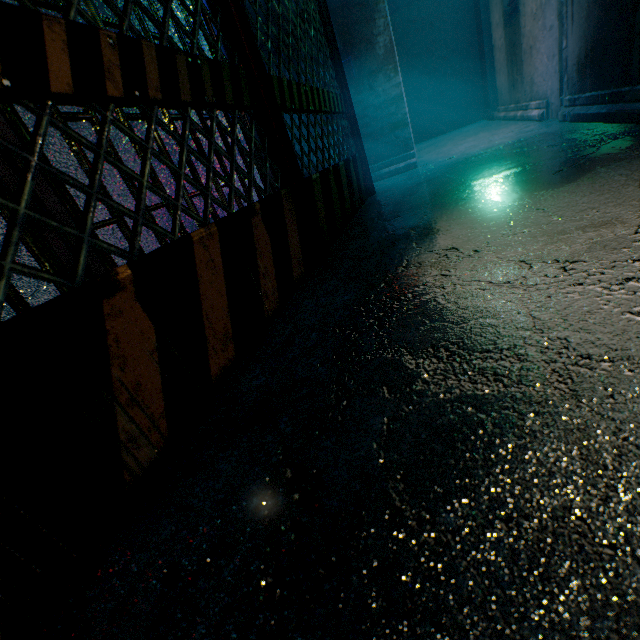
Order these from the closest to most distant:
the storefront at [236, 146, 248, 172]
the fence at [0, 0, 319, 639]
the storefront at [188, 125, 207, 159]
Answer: the fence at [0, 0, 319, 639] < the storefront at [188, 125, 207, 159] < the storefront at [236, 146, 248, 172]

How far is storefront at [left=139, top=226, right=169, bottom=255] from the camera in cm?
188

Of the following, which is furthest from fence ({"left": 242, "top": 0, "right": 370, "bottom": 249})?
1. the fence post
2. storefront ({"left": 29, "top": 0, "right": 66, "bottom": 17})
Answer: storefront ({"left": 29, "top": 0, "right": 66, "bottom": 17})

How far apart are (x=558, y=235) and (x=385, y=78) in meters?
3.9

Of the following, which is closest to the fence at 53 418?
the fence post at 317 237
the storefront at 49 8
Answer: the fence post at 317 237

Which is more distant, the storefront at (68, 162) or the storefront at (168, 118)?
the storefront at (168, 118)

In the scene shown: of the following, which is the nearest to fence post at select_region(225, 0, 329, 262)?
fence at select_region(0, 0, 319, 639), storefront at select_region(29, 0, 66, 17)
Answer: fence at select_region(0, 0, 319, 639)
